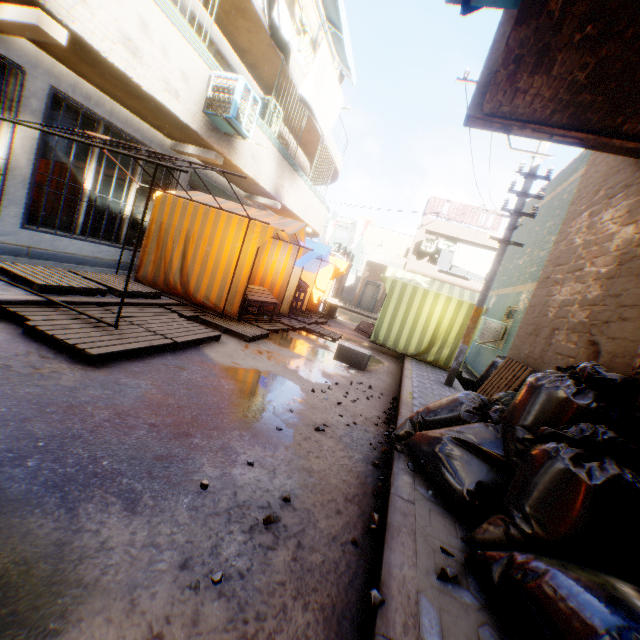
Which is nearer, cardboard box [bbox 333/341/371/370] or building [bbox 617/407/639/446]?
building [bbox 617/407/639/446]

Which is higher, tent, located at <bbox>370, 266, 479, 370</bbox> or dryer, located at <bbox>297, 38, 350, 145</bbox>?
dryer, located at <bbox>297, 38, 350, 145</bbox>

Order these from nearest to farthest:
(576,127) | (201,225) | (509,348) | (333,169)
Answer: (576,127) → (509,348) → (201,225) → (333,169)

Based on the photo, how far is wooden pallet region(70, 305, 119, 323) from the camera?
4.5 meters

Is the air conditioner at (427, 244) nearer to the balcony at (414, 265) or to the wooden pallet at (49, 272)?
the balcony at (414, 265)

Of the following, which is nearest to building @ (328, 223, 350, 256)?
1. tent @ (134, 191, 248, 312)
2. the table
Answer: tent @ (134, 191, 248, 312)

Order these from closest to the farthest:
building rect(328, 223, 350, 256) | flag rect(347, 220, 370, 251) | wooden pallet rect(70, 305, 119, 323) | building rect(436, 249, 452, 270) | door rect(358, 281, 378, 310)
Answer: wooden pallet rect(70, 305, 119, 323), flag rect(347, 220, 370, 251), building rect(436, 249, 452, 270), door rect(358, 281, 378, 310), building rect(328, 223, 350, 256)

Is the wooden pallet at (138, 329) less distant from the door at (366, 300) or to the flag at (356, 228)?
the flag at (356, 228)
